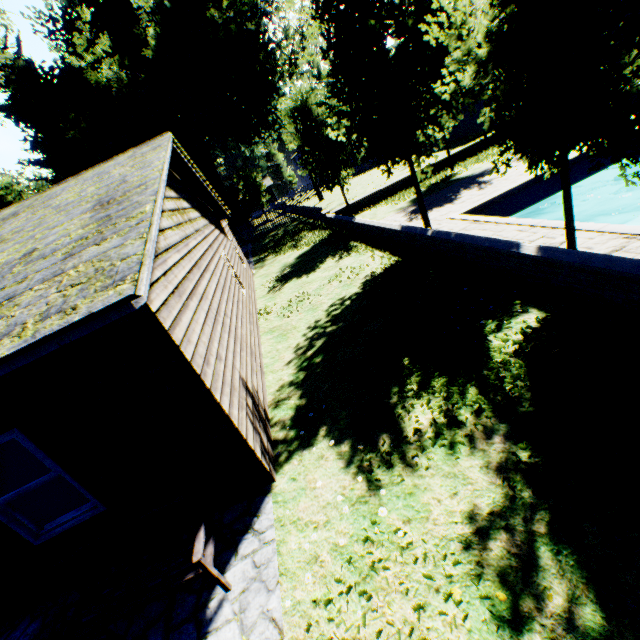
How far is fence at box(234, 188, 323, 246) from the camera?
25.94m

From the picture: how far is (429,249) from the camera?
9.6m

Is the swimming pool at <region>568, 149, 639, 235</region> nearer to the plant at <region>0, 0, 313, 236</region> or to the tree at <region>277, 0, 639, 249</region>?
the tree at <region>277, 0, 639, 249</region>

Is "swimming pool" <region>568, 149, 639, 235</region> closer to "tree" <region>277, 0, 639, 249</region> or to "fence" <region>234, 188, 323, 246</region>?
"tree" <region>277, 0, 639, 249</region>

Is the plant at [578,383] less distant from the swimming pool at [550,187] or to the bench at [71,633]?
the swimming pool at [550,187]

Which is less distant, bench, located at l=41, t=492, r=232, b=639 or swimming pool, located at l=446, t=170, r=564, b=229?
bench, located at l=41, t=492, r=232, b=639

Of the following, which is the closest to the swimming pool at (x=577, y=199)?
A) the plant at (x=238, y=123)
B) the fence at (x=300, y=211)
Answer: the plant at (x=238, y=123)

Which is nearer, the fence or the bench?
the bench
